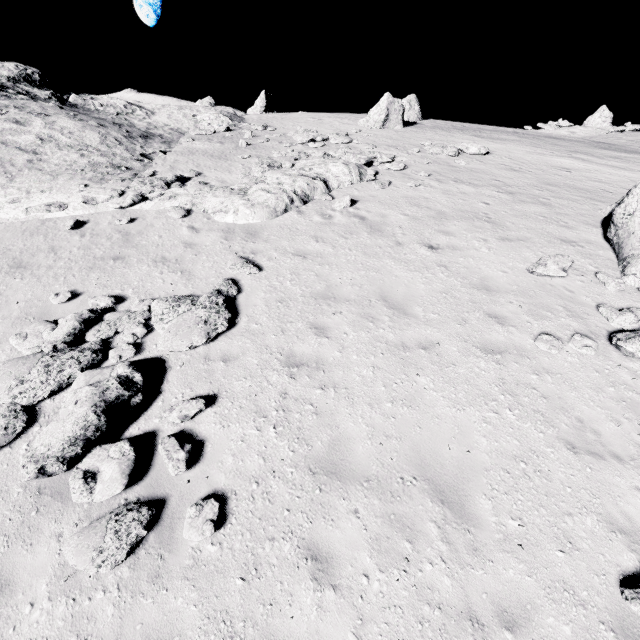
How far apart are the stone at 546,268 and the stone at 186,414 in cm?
864

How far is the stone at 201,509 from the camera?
4.4 meters

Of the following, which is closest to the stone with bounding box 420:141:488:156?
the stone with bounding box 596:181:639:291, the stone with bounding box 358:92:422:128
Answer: the stone with bounding box 358:92:422:128

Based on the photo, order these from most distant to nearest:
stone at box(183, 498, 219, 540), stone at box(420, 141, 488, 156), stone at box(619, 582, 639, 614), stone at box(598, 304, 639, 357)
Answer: stone at box(420, 141, 488, 156)
stone at box(598, 304, 639, 357)
stone at box(183, 498, 219, 540)
stone at box(619, 582, 639, 614)

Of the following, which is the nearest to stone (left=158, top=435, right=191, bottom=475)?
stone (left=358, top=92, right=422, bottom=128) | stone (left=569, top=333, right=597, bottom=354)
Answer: stone (left=569, top=333, right=597, bottom=354)

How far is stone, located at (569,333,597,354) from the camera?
6.5m

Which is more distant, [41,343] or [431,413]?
[41,343]

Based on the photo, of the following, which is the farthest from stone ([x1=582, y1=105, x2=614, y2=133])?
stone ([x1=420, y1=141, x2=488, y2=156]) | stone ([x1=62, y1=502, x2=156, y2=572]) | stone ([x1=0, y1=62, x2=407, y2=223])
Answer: stone ([x1=62, y1=502, x2=156, y2=572])
